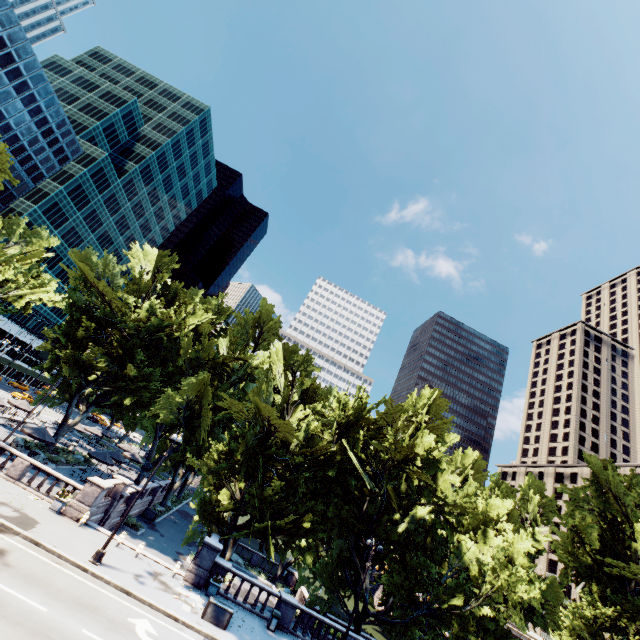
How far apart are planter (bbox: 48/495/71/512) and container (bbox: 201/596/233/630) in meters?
11.2

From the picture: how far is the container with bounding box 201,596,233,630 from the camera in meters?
17.6

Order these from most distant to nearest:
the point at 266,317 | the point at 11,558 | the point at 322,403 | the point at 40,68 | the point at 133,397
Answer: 1. the point at 40,68
2. the point at 266,317
3. the point at 133,397
4. the point at 322,403
5. the point at 11,558

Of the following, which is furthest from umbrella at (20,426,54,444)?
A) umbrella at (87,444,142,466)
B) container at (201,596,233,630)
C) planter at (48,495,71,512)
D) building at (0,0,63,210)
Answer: building at (0,0,63,210)

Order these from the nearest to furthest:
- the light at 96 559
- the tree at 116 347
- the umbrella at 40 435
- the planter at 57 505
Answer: the light at 96 559 → the planter at 57 505 → the tree at 116 347 → the umbrella at 40 435

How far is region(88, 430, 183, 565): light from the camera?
17.3 meters

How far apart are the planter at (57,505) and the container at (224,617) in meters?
11.2

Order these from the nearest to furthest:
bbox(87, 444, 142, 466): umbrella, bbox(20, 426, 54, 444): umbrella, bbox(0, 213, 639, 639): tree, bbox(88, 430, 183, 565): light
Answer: bbox(88, 430, 183, 565): light → bbox(0, 213, 639, 639): tree → bbox(20, 426, 54, 444): umbrella → bbox(87, 444, 142, 466): umbrella
